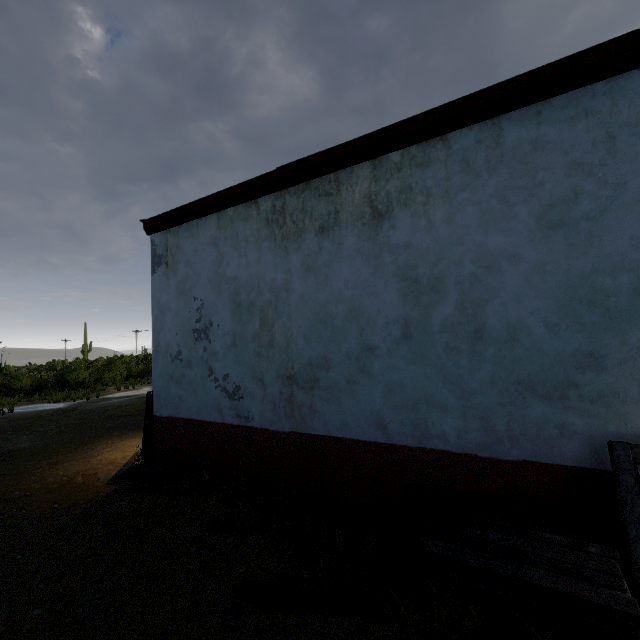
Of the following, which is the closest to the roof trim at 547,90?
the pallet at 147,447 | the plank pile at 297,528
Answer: the pallet at 147,447

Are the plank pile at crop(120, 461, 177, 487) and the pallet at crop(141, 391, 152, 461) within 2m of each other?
yes

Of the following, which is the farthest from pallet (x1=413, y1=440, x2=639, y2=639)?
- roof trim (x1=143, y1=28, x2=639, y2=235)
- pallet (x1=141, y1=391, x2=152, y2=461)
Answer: pallet (x1=141, y1=391, x2=152, y2=461)

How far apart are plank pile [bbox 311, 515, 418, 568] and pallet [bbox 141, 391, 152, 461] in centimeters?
292cm

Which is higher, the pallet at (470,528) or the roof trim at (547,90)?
the roof trim at (547,90)

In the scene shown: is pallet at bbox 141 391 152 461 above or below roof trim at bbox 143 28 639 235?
below

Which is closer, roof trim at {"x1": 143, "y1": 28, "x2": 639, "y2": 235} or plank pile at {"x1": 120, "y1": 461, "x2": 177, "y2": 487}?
roof trim at {"x1": 143, "y1": 28, "x2": 639, "y2": 235}

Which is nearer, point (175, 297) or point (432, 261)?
point (432, 261)
